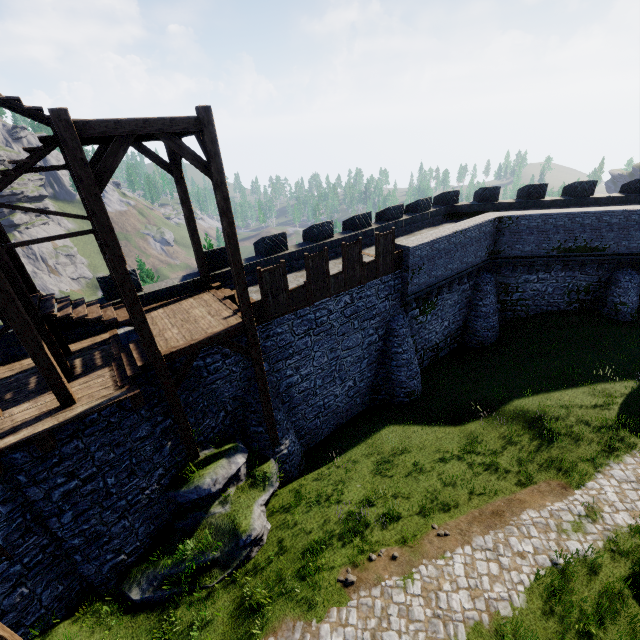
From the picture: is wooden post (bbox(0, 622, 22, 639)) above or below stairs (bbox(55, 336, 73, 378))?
below

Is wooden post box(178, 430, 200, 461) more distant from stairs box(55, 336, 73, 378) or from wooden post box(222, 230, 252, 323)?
wooden post box(222, 230, 252, 323)

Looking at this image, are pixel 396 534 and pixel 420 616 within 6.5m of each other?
yes

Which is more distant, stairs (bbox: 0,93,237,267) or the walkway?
the walkway

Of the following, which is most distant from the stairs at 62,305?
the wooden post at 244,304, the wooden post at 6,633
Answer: the wooden post at 6,633

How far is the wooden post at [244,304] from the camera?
9.4 meters

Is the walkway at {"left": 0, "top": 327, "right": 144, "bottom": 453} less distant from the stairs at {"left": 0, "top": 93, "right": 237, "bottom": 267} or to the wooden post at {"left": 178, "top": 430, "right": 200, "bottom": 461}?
the stairs at {"left": 0, "top": 93, "right": 237, "bottom": 267}

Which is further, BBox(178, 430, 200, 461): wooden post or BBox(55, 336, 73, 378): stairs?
BBox(178, 430, 200, 461): wooden post
